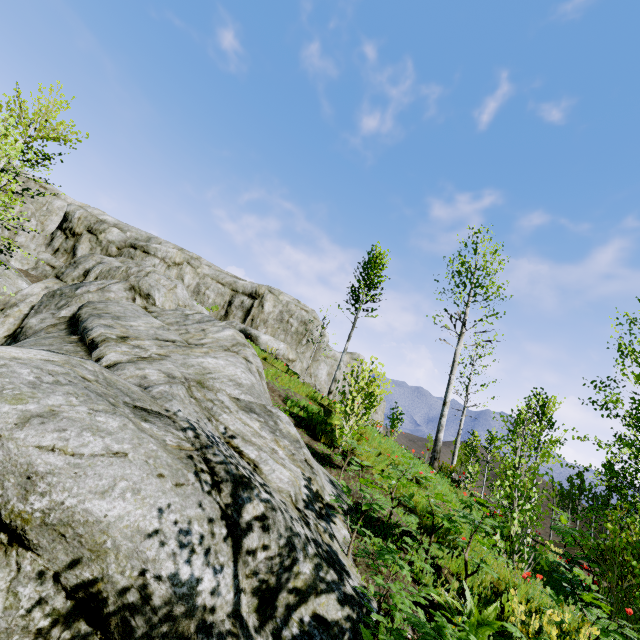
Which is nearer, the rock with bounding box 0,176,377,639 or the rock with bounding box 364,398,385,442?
the rock with bounding box 0,176,377,639

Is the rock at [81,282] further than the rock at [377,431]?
No

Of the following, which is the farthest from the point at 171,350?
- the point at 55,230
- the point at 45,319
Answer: the point at 55,230

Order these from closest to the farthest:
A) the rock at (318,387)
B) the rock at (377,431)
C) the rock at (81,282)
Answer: the rock at (81,282) < the rock at (377,431) < the rock at (318,387)

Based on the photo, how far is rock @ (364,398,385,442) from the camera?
10.22m

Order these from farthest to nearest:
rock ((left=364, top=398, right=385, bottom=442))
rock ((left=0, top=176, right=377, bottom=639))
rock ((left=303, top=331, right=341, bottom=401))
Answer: rock ((left=303, top=331, right=341, bottom=401)) → rock ((left=364, top=398, right=385, bottom=442)) → rock ((left=0, top=176, right=377, bottom=639))
